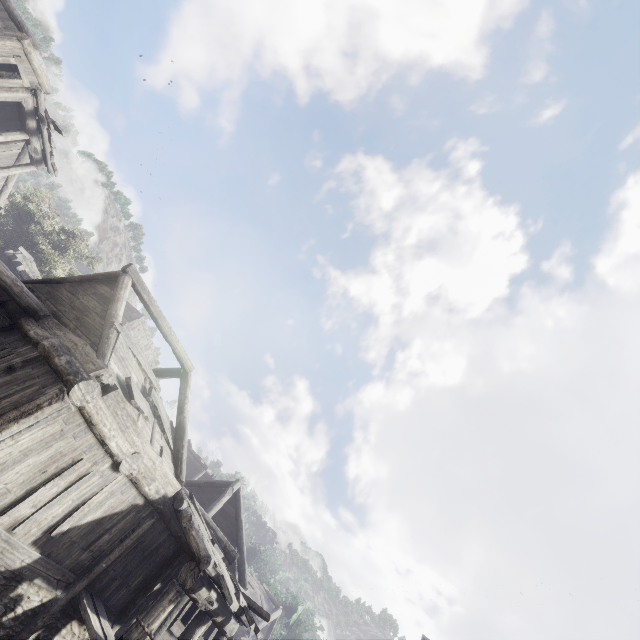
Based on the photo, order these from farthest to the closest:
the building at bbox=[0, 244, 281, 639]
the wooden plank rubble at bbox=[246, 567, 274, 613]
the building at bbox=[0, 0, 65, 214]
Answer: the wooden plank rubble at bbox=[246, 567, 274, 613] → the building at bbox=[0, 0, 65, 214] → the building at bbox=[0, 244, 281, 639]

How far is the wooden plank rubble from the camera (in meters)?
26.85

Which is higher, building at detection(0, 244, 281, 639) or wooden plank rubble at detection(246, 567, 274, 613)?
wooden plank rubble at detection(246, 567, 274, 613)

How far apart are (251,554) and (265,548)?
1.95m

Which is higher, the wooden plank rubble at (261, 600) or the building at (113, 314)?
the wooden plank rubble at (261, 600)

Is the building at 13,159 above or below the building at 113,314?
above

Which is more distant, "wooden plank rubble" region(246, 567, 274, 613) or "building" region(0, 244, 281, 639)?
"wooden plank rubble" region(246, 567, 274, 613)

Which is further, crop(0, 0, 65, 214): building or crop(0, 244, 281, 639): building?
crop(0, 0, 65, 214): building
